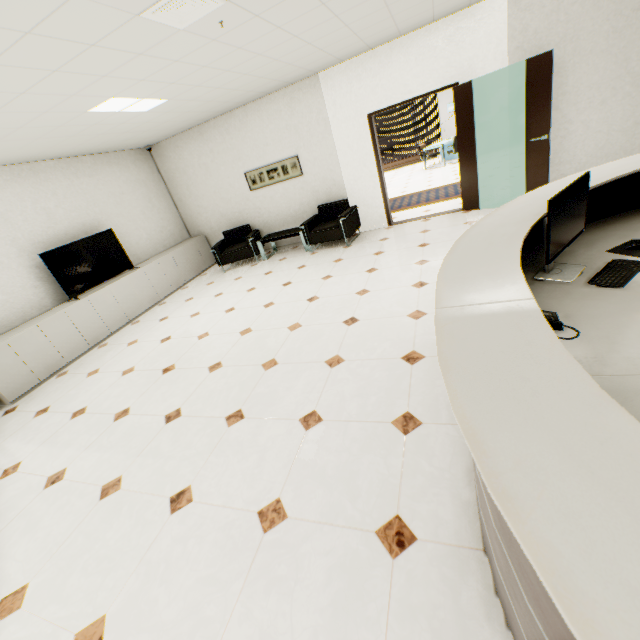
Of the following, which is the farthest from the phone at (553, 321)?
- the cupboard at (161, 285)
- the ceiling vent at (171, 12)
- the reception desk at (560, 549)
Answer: the cupboard at (161, 285)

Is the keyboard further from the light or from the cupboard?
the cupboard

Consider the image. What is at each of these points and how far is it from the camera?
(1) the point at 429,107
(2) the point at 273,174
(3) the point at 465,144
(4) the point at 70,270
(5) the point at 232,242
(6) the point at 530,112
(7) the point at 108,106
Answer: (1) building, 59.7m
(2) picture, 7.0m
(3) door, 5.6m
(4) tv, 5.5m
(5) chair, 7.7m
(6) door, 4.8m
(7) light, 4.0m

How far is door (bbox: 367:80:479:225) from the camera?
5.3m

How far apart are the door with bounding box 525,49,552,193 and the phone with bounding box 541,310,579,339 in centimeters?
464cm

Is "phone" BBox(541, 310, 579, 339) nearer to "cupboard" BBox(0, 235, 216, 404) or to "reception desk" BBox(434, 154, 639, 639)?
"reception desk" BBox(434, 154, 639, 639)

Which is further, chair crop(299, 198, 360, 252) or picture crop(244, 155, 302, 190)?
picture crop(244, 155, 302, 190)

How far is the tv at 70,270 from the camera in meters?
5.4
